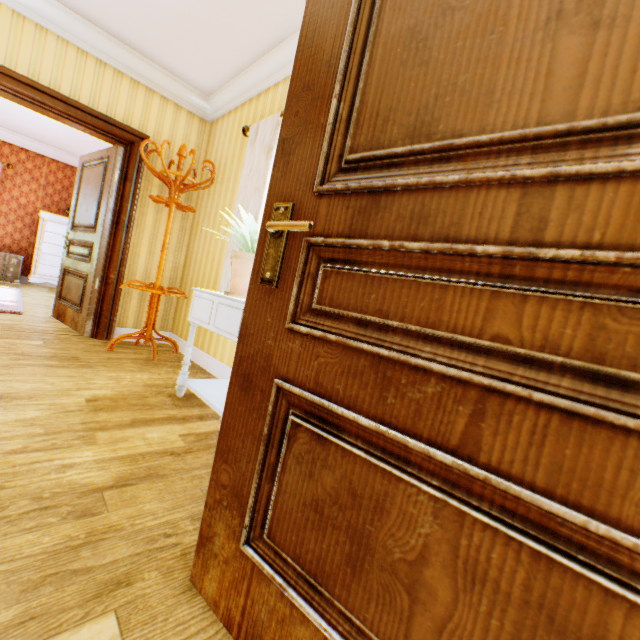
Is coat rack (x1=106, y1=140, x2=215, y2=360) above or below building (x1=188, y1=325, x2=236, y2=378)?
above

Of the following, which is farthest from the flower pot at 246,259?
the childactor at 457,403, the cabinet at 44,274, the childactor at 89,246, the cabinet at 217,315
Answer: the cabinet at 44,274

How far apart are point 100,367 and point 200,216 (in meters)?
2.19

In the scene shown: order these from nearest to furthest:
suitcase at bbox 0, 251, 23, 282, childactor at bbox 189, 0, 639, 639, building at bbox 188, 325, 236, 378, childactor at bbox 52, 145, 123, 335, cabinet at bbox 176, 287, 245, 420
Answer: childactor at bbox 189, 0, 639, 639 < cabinet at bbox 176, 287, 245, 420 < building at bbox 188, 325, 236, 378 < childactor at bbox 52, 145, 123, 335 < suitcase at bbox 0, 251, 23, 282

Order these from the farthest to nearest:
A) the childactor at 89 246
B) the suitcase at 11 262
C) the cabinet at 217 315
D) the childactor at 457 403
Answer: the suitcase at 11 262
the childactor at 89 246
the cabinet at 217 315
the childactor at 457 403

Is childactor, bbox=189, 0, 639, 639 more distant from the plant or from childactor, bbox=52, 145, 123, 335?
childactor, bbox=52, 145, 123, 335

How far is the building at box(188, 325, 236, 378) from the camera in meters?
3.1

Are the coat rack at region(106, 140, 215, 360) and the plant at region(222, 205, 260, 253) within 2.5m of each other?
yes
